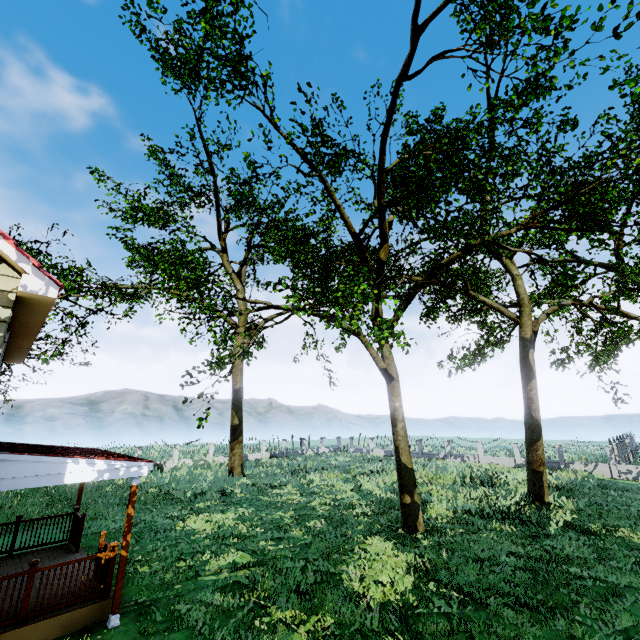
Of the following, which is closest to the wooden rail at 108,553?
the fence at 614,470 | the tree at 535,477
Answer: the tree at 535,477

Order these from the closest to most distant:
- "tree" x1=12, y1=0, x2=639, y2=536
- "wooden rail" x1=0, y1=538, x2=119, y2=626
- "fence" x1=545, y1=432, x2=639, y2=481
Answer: "wooden rail" x1=0, y1=538, x2=119, y2=626, "tree" x1=12, y1=0, x2=639, y2=536, "fence" x1=545, y1=432, x2=639, y2=481

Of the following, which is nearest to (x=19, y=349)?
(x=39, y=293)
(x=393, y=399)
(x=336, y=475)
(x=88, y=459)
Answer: (x=88, y=459)

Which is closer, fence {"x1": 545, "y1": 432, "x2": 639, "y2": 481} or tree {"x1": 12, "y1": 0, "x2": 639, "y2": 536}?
tree {"x1": 12, "y1": 0, "x2": 639, "y2": 536}

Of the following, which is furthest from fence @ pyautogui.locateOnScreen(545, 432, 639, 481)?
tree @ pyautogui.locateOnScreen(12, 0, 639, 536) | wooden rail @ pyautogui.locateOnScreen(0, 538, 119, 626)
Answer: wooden rail @ pyautogui.locateOnScreen(0, 538, 119, 626)

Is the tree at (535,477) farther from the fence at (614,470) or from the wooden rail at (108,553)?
the wooden rail at (108,553)

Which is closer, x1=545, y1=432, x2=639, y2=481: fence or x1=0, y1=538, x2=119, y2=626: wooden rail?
x1=0, y1=538, x2=119, y2=626: wooden rail
